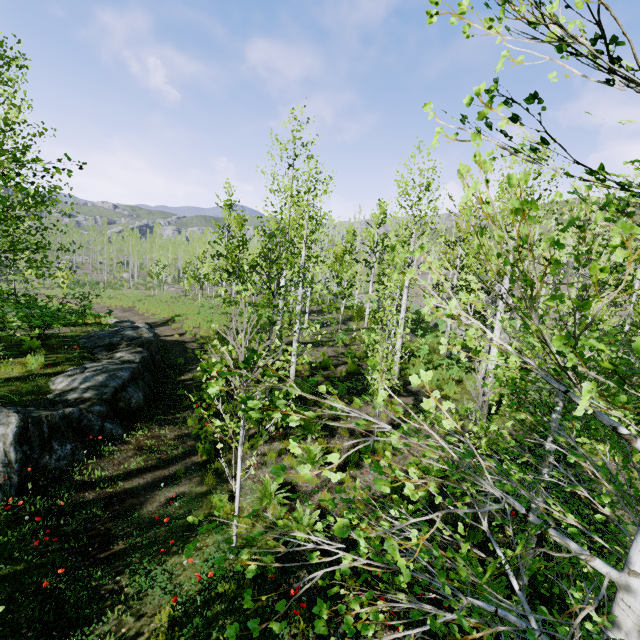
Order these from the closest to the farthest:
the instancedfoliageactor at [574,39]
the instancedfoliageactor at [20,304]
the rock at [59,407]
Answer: the instancedfoliageactor at [574,39]
the instancedfoliageactor at [20,304]
the rock at [59,407]

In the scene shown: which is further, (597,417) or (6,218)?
(6,218)

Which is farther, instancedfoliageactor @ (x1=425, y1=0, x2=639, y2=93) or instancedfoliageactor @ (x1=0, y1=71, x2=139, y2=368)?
instancedfoliageactor @ (x1=0, y1=71, x2=139, y2=368)

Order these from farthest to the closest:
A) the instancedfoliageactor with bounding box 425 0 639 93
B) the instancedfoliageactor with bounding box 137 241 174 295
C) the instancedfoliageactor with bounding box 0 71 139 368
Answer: the instancedfoliageactor with bounding box 137 241 174 295, the instancedfoliageactor with bounding box 0 71 139 368, the instancedfoliageactor with bounding box 425 0 639 93

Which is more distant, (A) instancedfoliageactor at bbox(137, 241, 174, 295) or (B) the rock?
(A) instancedfoliageactor at bbox(137, 241, 174, 295)

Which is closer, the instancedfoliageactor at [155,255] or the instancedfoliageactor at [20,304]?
the instancedfoliageactor at [20,304]
